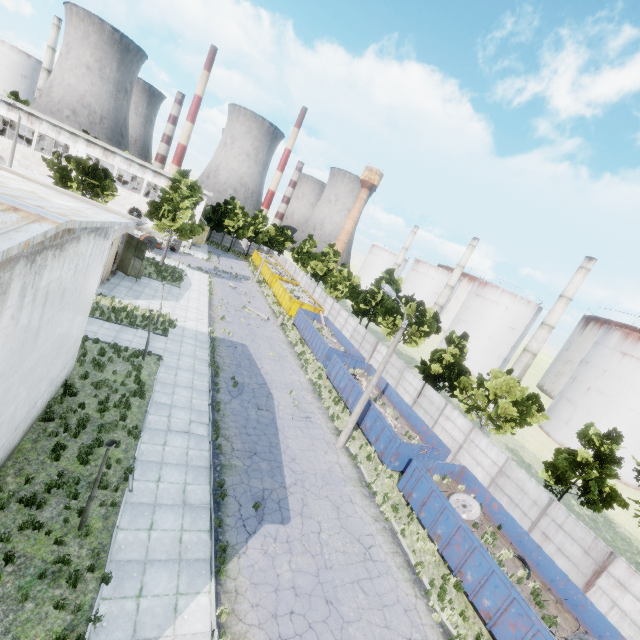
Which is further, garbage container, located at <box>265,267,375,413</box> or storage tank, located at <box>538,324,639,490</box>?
storage tank, located at <box>538,324,639,490</box>

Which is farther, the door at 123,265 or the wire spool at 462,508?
the door at 123,265

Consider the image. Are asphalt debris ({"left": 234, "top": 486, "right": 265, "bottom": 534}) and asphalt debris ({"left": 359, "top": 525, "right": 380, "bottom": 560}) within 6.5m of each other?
yes

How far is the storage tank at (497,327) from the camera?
58.2 meters

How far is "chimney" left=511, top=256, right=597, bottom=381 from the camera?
47.5m

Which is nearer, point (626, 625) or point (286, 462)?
point (626, 625)

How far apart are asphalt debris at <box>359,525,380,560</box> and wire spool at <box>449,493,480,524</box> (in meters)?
5.17

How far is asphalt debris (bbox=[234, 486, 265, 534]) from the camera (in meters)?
12.41
